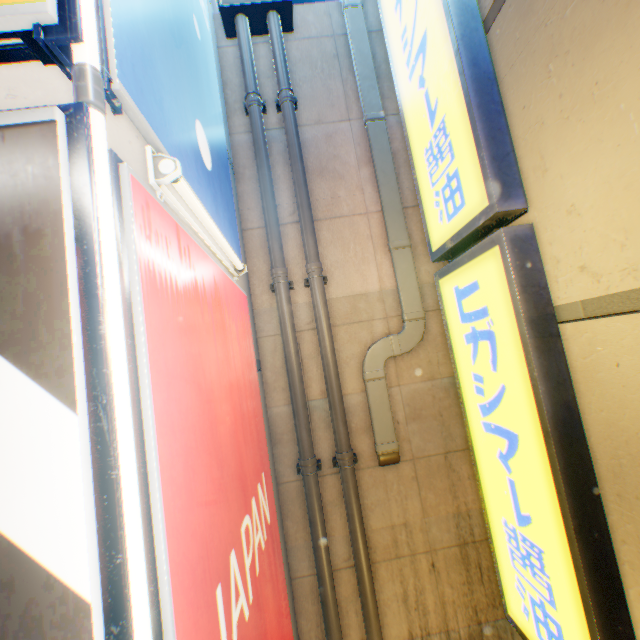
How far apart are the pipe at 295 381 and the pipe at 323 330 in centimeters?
26cm

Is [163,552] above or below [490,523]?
above

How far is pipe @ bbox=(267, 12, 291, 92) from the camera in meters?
4.8 m

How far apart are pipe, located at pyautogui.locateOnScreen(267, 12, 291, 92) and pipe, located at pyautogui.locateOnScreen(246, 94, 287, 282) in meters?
0.3

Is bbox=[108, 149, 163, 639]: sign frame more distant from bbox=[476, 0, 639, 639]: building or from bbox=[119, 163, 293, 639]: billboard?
bbox=[476, 0, 639, 639]: building

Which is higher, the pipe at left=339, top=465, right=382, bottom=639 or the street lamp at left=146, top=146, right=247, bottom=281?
the street lamp at left=146, top=146, right=247, bottom=281

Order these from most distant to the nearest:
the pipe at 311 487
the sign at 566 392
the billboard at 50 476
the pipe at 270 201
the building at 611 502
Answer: the pipe at 270 201 → the pipe at 311 487 → the sign at 566 392 → the building at 611 502 → the billboard at 50 476
